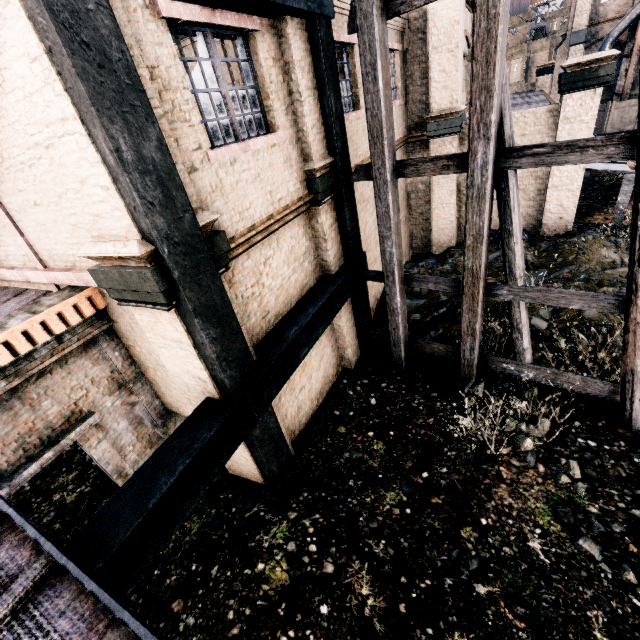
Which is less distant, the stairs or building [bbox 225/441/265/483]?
the stairs

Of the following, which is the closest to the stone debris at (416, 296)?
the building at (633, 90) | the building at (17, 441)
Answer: the building at (17, 441)

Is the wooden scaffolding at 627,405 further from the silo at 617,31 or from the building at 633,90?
the building at 633,90

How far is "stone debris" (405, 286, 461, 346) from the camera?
10.60m

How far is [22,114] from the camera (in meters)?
3.64

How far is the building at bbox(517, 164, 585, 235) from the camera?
12.6 meters

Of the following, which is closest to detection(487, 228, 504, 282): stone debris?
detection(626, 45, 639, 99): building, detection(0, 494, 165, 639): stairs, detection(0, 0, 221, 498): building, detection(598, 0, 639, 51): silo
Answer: detection(0, 0, 221, 498): building

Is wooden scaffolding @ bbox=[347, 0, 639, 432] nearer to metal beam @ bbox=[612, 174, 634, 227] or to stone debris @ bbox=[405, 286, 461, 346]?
stone debris @ bbox=[405, 286, 461, 346]
